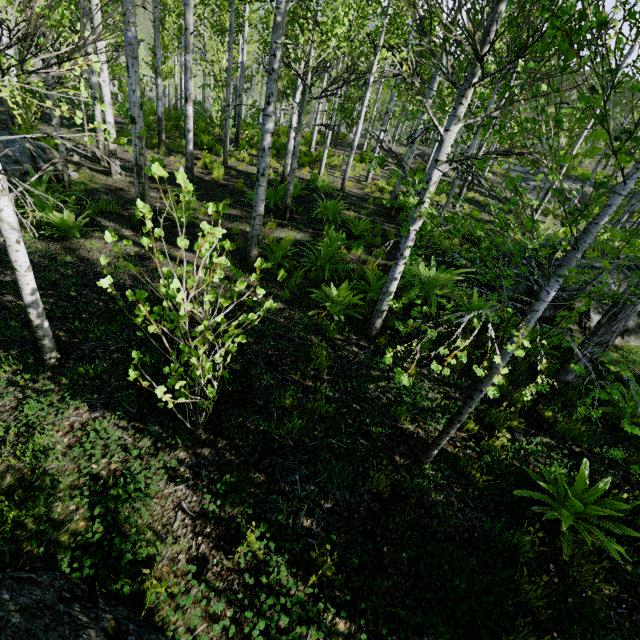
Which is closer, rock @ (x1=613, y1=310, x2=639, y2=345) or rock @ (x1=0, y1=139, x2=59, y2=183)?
rock @ (x1=613, y1=310, x2=639, y2=345)

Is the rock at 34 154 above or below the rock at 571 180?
below

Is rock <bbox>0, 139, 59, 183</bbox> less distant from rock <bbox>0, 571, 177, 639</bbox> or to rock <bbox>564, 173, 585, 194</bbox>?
rock <bbox>0, 571, 177, 639</bbox>

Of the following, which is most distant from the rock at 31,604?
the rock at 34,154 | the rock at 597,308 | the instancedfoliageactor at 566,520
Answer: the rock at 34,154

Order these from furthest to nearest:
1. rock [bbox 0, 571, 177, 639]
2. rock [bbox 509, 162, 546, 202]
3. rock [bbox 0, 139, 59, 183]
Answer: rock [bbox 509, 162, 546, 202], rock [bbox 0, 139, 59, 183], rock [bbox 0, 571, 177, 639]

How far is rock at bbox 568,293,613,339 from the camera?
6.3 meters

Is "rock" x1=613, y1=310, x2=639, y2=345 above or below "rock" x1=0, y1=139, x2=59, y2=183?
above

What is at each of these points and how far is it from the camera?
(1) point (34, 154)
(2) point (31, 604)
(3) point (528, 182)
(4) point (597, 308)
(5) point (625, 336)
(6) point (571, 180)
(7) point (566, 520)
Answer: (1) rock, 8.8 meters
(2) rock, 1.9 meters
(3) rock, 26.3 meters
(4) rock, 6.3 meters
(5) rock, 6.4 meters
(6) rock, 28.7 meters
(7) instancedfoliageactor, 3.0 meters
